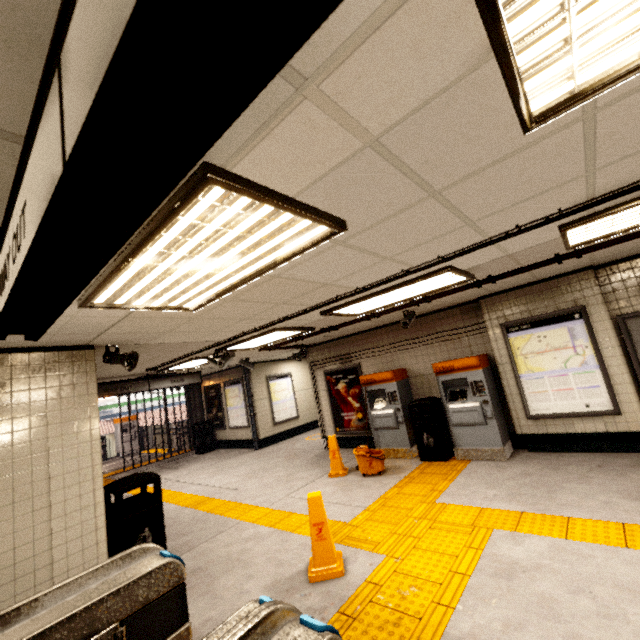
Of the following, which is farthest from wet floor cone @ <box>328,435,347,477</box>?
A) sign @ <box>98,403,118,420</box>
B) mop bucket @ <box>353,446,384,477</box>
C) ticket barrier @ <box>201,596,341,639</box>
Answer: sign @ <box>98,403,118,420</box>

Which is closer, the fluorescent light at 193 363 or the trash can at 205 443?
the fluorescent light at 193 363

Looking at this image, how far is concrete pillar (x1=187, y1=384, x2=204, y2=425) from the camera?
13.4m

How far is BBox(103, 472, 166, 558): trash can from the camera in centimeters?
399cm

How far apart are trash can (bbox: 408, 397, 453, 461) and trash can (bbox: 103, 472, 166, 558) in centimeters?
471cm

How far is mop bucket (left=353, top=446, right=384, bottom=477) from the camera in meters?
6.1

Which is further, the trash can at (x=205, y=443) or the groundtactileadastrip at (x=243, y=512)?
the trash can at (x=205, y=443)

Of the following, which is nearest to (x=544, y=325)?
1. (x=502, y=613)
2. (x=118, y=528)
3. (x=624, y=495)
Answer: (x=624, y=495)
